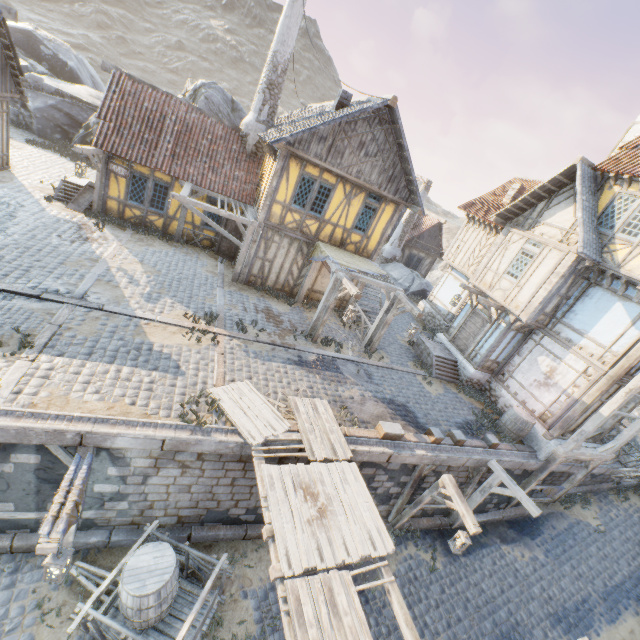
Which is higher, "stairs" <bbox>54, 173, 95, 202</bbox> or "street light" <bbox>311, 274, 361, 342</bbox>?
"street light" <bbox>311, 274, 361, 342</bbox>

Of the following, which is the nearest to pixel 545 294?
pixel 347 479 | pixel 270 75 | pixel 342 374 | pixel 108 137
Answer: pixel 342 374

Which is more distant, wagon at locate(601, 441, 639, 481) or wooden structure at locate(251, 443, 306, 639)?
wagon at locate(601, 441, 639, 481)

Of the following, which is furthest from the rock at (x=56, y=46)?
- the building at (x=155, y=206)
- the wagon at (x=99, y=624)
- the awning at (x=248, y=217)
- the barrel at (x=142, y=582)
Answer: the barrel at (x=142, y=582)

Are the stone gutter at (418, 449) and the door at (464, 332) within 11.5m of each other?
yes

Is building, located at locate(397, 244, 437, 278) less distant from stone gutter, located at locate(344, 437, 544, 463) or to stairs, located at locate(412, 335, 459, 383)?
stairs, located at locate(412, 335, 459, 383)

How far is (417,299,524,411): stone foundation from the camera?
13.97m

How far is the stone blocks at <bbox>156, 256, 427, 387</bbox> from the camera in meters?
9.4 m
